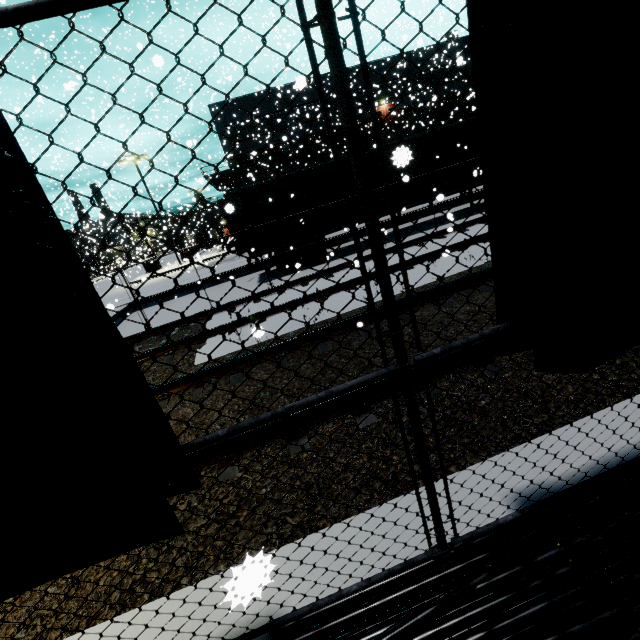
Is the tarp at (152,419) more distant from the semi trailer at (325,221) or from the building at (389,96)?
the building at (389,96)

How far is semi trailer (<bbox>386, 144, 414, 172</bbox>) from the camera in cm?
187

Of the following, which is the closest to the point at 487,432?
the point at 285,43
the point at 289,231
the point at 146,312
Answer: the point at 289,231

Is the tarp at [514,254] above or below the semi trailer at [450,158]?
below

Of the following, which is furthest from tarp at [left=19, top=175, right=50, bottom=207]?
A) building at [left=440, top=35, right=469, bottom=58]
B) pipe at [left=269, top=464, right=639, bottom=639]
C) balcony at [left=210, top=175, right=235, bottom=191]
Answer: balcony at [left=210, top=175, right=235, bottom=191]

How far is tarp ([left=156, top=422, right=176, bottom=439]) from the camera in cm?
153

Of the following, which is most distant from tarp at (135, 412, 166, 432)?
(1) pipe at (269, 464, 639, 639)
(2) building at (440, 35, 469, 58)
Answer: (2) building at (440, 35, 469, 58)

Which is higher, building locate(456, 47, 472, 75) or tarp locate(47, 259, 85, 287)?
building locate(456, 47, 472, 75)
